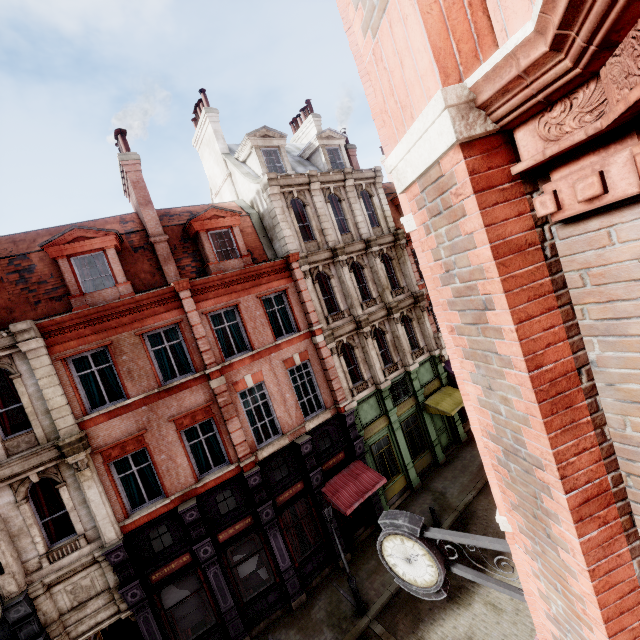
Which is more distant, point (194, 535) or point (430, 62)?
point (194, 535)

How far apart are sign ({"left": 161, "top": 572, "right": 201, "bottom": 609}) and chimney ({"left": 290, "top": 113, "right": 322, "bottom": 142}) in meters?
24.3 m

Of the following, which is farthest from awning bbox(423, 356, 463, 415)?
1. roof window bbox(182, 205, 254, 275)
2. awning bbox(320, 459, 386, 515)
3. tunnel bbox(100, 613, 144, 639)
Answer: tunnel bbox(100, 613, 144, 639)

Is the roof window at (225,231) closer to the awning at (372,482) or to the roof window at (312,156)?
the roof window at (312,156)

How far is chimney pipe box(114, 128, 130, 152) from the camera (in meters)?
13.52

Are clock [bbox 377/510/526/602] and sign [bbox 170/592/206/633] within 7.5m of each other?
no

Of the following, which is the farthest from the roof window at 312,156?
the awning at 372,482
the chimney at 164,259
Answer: the awning at 372,482

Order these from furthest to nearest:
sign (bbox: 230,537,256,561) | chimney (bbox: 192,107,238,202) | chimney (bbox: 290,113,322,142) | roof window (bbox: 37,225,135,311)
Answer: chimney (bbox: 290,113,322,142), chimney (bbox: 192,107,238,202), sign (bbox: 230,537,256,561), roof window (bbox: 37,225,135,311)
